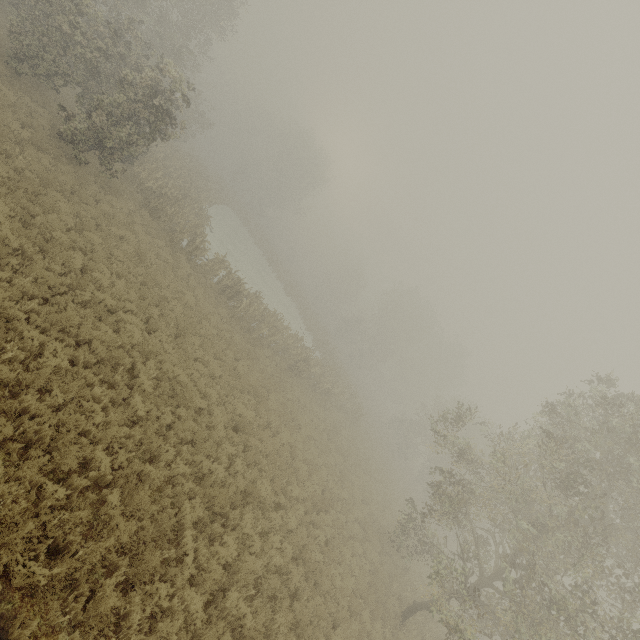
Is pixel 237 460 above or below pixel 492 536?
below
